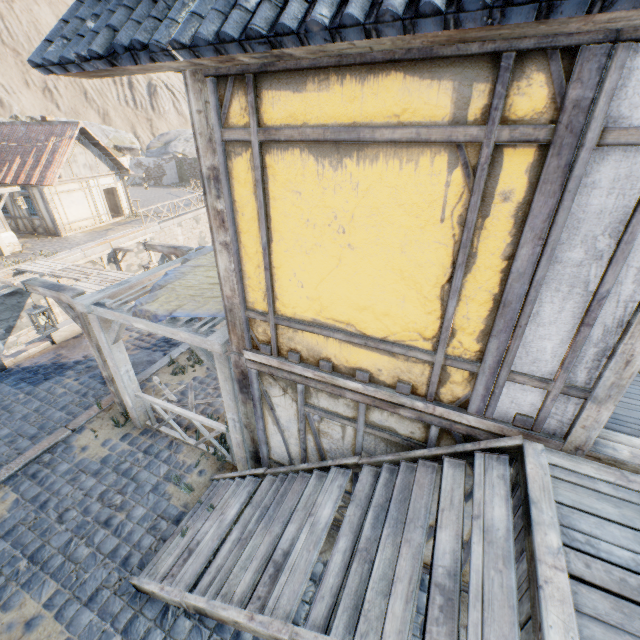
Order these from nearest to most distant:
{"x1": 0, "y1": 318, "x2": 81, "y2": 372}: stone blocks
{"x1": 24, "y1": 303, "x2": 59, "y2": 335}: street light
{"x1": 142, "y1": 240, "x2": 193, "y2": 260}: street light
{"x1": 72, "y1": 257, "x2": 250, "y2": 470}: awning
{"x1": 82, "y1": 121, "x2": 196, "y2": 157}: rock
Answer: {"x1": 72, "y1": 257, "x2": 250, "y2": 470}: awning
{"x1": 24, "y1": 303, "x2": 59, "y2": 335}: street light
{"x1": 142, "y1": 240, "x2": 193, "y2": 260}: street light
{"x1": 0, "y1": 318, "x2": 81, "y2": 372}: stone blocks
{"x1": 82, "y1": 121, "x2": 196, "y2": 157}: rock

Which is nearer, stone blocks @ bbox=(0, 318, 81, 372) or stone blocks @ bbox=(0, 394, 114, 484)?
stone blocks @ bbox=(0, 394, 114, 484)

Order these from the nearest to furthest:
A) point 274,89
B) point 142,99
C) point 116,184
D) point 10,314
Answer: point 274,89 → point 10,314 → point 116,184 → point 142,99

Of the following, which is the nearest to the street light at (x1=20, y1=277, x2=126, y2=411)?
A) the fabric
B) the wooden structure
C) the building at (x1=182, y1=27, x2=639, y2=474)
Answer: the fabric

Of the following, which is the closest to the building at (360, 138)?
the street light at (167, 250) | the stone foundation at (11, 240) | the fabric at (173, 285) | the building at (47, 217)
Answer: the fabric at (173, 285)

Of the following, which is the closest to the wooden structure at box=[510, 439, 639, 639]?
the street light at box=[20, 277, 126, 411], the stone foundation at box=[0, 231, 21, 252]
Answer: the street light at box=[20, 277, 126, 411]

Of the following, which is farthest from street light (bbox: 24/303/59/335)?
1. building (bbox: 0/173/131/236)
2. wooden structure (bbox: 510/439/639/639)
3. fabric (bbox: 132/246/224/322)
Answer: building (bbox: 0/173/131/236)

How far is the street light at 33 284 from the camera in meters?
5.7
